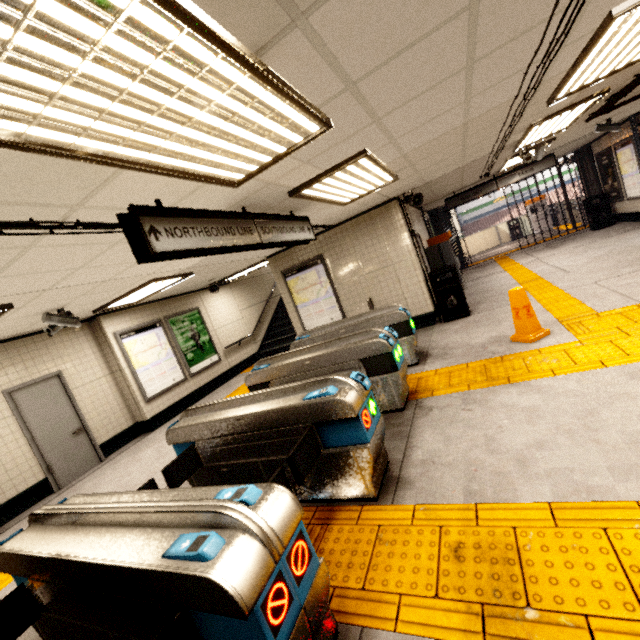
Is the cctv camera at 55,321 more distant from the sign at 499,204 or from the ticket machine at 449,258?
the sign at 499,204

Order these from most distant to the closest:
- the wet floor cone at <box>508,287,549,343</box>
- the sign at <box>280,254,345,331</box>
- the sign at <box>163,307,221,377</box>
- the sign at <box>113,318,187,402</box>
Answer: the sign at <box>163,307,221,377</box>, the sign at <box>280,254,345,331</box>, the sign at <box>113,318,187,402</box>, the wet floor cone at <box>508,287,549,343</box>

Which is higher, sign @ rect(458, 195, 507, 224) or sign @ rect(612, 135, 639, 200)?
sign @ rect(458, 195, 507, 224)

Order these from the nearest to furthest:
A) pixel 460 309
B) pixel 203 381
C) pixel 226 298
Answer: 1. pixel 460 309
2. pixel 203 381
3. pixel 226 298

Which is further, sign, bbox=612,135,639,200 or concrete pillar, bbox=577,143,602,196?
concrete pillar, bbox=577,143,602,196

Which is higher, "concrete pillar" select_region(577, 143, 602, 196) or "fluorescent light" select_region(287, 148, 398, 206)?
"fluorescent light" select_region(287, 148, 398, 206)

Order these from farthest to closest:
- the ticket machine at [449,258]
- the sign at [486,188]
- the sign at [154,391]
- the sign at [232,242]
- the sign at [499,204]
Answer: the sign at [499,204] < the ticket machine at [449,258] < the sign at [486,188] < the sign at [154,391] < the sign at [232,242]

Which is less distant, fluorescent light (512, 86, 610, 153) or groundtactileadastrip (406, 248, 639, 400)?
groundtactileadastrip (406, 248, 639, 400)
